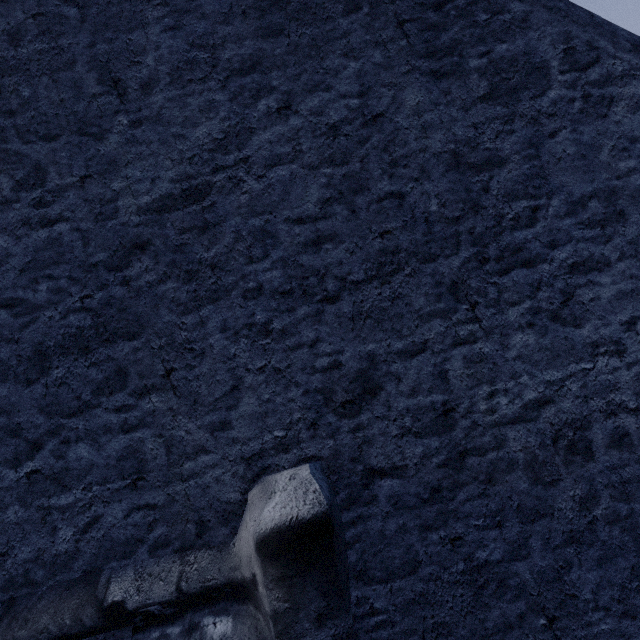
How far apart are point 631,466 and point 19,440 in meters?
3.6
